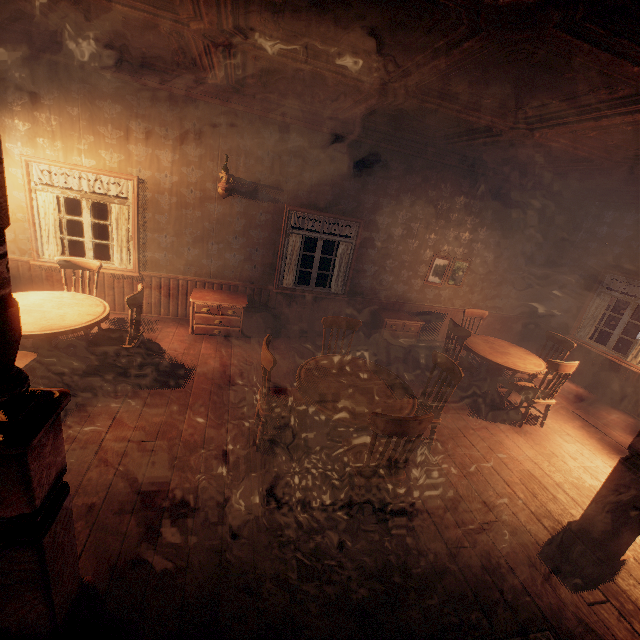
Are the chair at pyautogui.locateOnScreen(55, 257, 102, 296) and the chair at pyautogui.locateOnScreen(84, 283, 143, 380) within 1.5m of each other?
yes

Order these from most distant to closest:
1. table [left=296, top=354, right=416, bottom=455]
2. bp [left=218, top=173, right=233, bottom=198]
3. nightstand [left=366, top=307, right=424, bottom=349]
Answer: nightstand [left=366, top=307, right=424, bottom=349] < bp [left=218, top=173, right=233, bottom=198] < table [left=296, top=354, right=416, bottom=455]

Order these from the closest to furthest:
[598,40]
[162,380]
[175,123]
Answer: [598,40] < [162,380] < [175,123]

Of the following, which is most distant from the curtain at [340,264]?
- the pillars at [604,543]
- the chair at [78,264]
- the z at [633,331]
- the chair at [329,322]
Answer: the pillars at [604,543]

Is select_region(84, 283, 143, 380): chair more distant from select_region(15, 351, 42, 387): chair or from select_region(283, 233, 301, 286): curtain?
select_region(283, 233, 301, 286): curtain

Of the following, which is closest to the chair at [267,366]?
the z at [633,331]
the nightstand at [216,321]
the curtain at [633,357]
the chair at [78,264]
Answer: the nightstand at [216,321]

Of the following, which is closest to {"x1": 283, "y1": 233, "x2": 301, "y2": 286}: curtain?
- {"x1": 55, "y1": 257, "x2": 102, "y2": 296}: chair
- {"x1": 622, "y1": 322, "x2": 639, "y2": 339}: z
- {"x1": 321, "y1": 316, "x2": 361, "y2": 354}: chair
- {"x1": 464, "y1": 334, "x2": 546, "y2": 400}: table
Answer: {"x1": 55, "y1": 257, "x2": 102, "y2": 296}: chair

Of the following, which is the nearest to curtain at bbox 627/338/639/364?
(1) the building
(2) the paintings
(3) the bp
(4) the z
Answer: (1) the building
